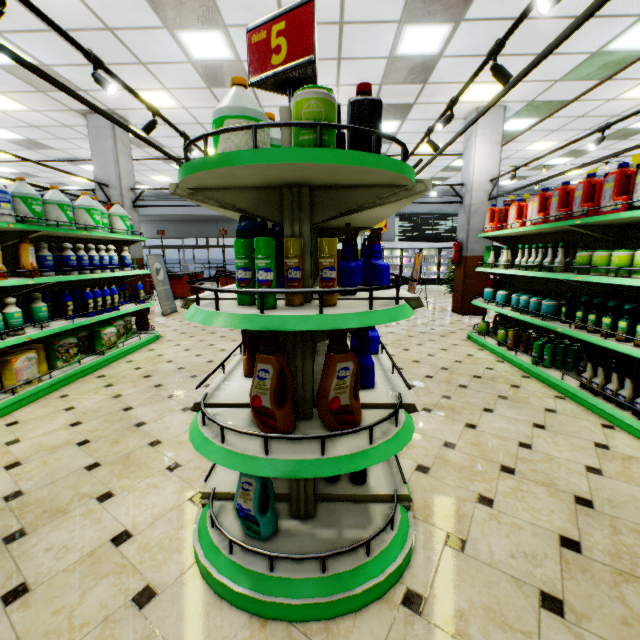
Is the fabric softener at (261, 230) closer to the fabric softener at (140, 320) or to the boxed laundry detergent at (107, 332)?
the boxed laundry detergent at (107, 332)

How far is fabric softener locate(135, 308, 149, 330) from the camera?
6.3 meters

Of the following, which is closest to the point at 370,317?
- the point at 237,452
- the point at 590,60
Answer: the point at 237,452

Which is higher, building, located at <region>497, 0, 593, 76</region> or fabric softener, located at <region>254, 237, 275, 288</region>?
building, located at <region>497, 0, 593, 76</region>

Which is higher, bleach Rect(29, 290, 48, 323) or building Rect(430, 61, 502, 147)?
building Rect(430, 61, 502, 147)

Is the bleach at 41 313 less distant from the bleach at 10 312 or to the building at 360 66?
the bleach at 10 312

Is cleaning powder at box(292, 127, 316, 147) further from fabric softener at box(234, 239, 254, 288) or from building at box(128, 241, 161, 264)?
building at box(128, 241, 161, 264)

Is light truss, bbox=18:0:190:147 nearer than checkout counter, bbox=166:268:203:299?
Yes
